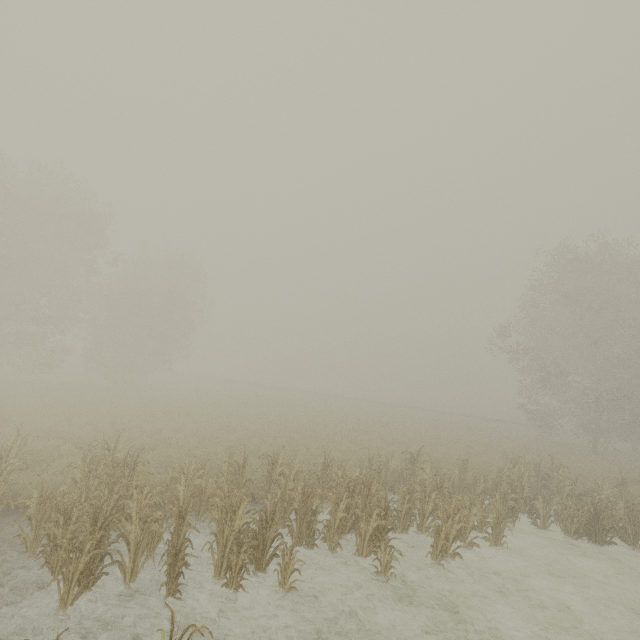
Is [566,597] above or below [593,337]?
below

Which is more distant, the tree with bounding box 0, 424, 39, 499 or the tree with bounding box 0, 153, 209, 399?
the tree with bounding box 0, 153, 209, 399

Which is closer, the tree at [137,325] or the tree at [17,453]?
the tree at [17,453]

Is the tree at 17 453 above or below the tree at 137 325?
below

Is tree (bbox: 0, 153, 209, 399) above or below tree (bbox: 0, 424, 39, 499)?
above
